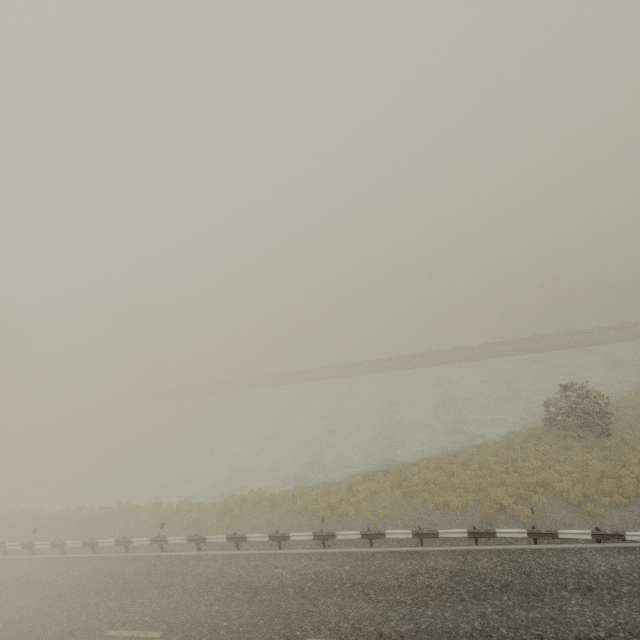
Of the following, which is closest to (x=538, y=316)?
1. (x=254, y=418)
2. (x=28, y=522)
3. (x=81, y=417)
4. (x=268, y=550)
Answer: (x=254, y=418)
